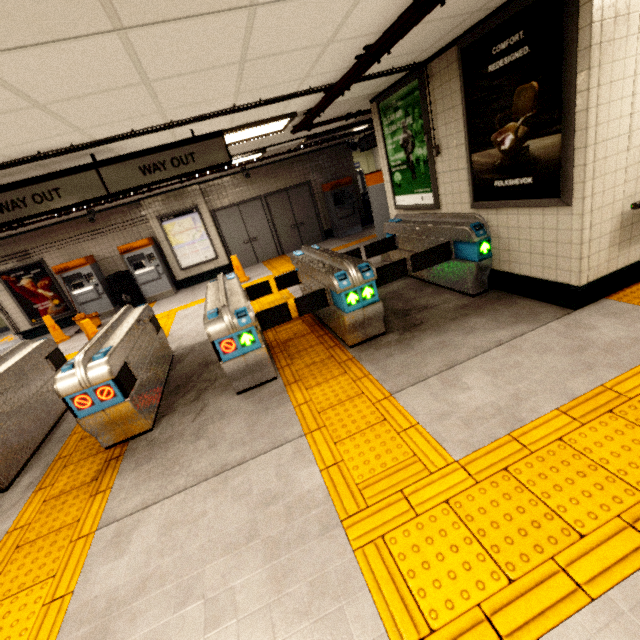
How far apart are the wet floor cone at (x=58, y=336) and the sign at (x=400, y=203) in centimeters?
909cm

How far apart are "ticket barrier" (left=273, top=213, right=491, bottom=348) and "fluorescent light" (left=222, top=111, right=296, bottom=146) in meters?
1.9 m

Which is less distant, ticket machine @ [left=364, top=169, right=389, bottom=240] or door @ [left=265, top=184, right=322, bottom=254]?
ticket machine @ [left=364, top=169, right=389, bottom=240]

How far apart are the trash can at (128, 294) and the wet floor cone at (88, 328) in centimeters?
332cm

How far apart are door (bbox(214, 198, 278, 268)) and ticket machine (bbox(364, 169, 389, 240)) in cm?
506

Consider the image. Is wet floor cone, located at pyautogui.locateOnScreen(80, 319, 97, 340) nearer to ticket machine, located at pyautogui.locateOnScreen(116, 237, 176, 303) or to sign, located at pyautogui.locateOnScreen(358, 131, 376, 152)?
ticket machine, located at pyautogui.locateOnScreen(116, 237, 176, 303)

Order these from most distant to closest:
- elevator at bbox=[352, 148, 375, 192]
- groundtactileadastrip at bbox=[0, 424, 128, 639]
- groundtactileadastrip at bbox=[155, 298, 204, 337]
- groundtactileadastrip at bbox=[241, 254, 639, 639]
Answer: elevator at bbox=[352, 148, 375, 192] < groundtactileadastrip at bbox=[155, 298, 204, 337] < groundtactileadastrip at bbox=[0, 424, 128, 639] < groundtactileadastrip at bbox=[241, 254, 639, 639]

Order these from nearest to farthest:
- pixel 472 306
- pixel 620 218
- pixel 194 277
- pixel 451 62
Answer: pixel 620 218
pixel 451 62
pixel 472 306
pixel 194 277
